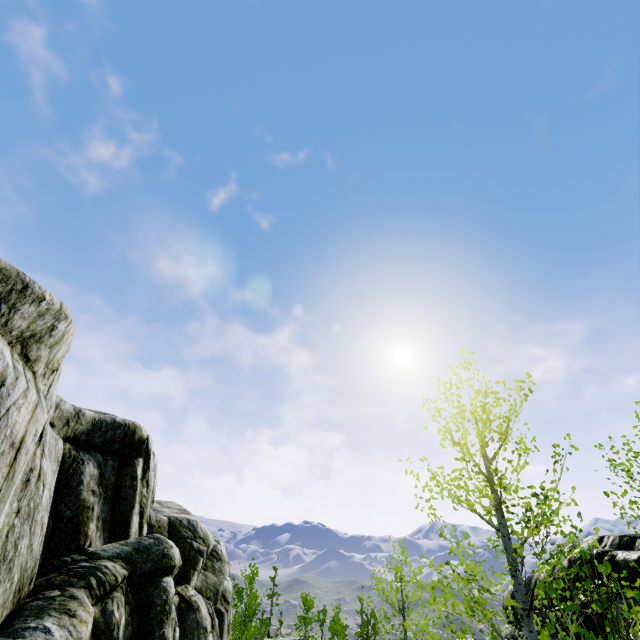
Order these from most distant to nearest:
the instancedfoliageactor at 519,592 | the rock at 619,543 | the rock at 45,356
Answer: the rock at 619,543 < the rock at 45,356 < the instancedfoliageactor at 519,592

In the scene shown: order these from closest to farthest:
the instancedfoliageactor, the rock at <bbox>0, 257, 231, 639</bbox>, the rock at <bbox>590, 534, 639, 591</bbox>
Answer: the instancedfoliageactor
the rock at <bbox>0, 257, 231, 639</bbox>
the rock at <bbox>590, 534, 639, 591</bbox>

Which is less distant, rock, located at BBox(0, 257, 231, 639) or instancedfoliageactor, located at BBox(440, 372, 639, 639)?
instancedfoliageactor, located at BBox(440, 372, 639, 639)

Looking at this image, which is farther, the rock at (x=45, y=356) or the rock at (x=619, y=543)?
the rock at (x=619, y=543)

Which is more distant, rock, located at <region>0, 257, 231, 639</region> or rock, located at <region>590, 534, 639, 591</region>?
rock, located at <region>590, 534, 639, 591</region>

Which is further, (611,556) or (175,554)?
(175,554)
